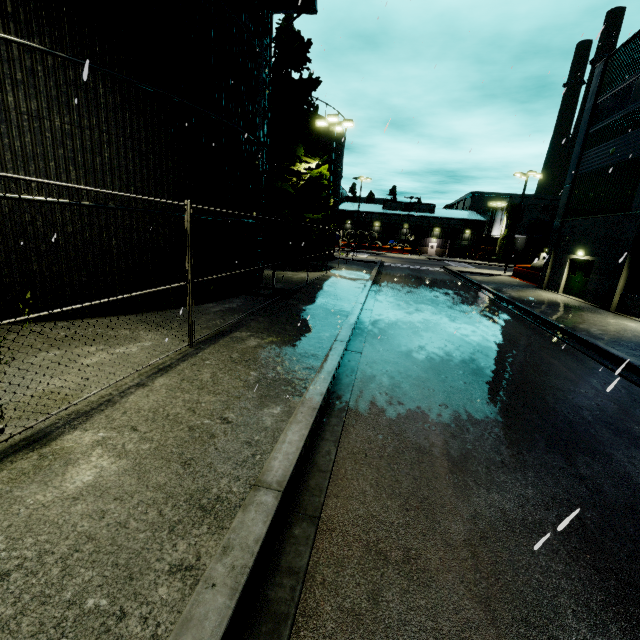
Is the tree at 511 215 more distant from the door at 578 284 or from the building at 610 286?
the door at 578 284

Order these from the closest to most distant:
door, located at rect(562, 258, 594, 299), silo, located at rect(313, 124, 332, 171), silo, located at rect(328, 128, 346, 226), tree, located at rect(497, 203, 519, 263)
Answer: door, located at rect(562, 258, 594, 299)
silo, located at rect(313, 124, 332, 171)
silo, located at rect(328, 128, 346, 226)
tree, located at rect(497, 203, 519, 263)

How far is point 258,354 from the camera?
7.5m

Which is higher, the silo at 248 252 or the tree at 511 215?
the tree at 511 215

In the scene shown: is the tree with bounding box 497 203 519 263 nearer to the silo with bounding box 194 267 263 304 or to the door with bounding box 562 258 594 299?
the silo with bounding box 194 267 263 304
